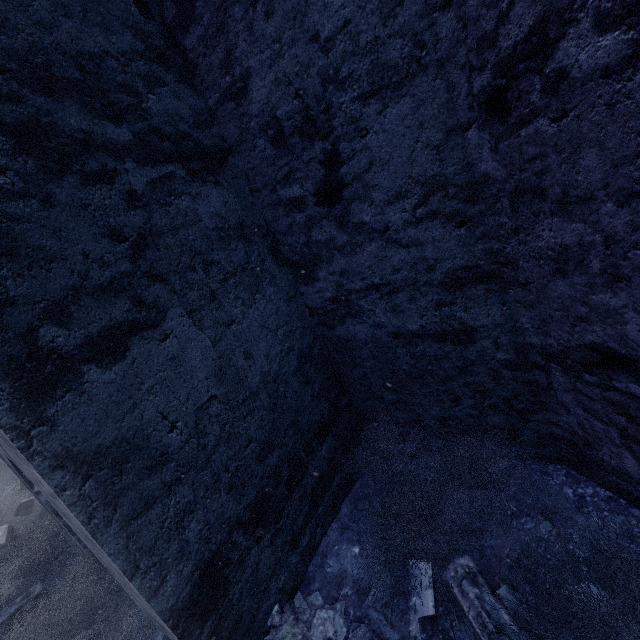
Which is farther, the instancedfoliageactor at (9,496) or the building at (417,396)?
the instancedfoliageactor at (9,496)

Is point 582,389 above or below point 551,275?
below

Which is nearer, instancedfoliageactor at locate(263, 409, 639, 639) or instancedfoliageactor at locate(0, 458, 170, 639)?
instancedfoliageactor at locate(263, 409, 639, 639)

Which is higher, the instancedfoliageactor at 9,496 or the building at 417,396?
the building at 417,396

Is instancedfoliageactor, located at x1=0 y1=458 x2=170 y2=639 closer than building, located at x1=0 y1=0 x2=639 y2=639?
No

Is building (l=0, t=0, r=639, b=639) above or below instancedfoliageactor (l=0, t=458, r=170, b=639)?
above
